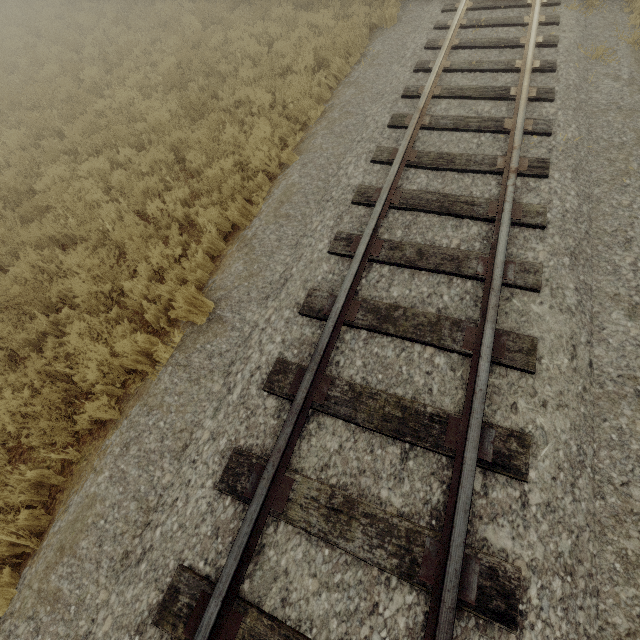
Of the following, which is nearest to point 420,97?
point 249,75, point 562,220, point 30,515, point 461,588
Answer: point 562,220
